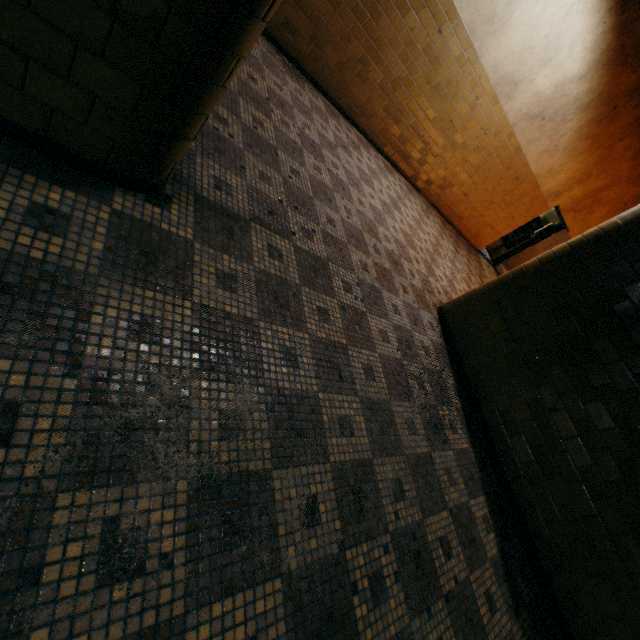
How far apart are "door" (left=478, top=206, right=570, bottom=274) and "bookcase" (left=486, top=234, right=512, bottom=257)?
0.6 meters

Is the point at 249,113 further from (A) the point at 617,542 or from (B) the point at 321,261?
(A) the point at 617,542

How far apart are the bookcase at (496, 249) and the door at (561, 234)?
0.58m

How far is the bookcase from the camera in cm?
1133

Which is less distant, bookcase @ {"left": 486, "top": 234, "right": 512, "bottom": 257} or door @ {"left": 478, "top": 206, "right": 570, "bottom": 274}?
door @ {"left": 478, "top": 206, "right": 570, "bottom": 274}

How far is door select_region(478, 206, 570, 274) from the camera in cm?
961

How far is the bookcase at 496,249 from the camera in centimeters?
1133cm
